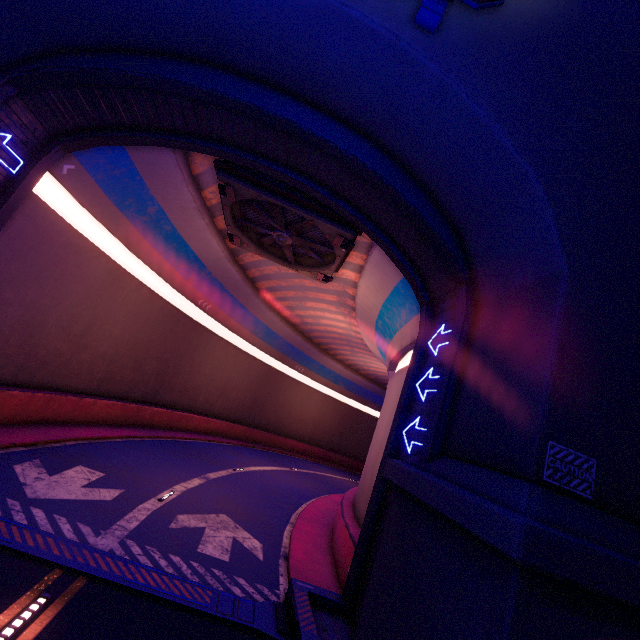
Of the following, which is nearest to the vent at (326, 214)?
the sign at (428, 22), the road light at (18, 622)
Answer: the sign at (428, 22)

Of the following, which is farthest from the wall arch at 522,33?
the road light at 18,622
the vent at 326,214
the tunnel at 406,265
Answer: the road light at 18,622

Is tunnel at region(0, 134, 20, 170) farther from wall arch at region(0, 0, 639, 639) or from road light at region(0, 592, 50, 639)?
road light at region(0, 592, 50, 639)

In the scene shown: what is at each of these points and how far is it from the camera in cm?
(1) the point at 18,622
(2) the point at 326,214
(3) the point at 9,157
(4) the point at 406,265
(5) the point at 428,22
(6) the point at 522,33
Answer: (1) road light, 483
(2) vent, 1174
(3) tunnel, 873
(4) tunnel, 1076
(5) sign, 666
(6) wall arch, 734

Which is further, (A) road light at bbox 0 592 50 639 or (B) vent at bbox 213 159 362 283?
(B) vent at bbox 213 159 362 283

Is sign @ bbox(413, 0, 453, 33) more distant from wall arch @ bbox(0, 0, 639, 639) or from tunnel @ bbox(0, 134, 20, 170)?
tunnel @ bbox(0, 134, 20, 170)

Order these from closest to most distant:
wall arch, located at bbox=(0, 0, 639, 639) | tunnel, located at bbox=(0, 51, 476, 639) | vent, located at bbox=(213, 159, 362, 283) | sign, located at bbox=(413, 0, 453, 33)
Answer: wall arch, located at bbox=(0, 0, 639, 639) → sign, located at bbox=(413, 0, 453, 33) → tunnel, located at bbox=(0, 51, 476, 639) → vent, located at bbox=(213, 159, 362, 283)

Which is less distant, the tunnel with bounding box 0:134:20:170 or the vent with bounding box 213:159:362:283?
the tunnel with bounding box 0:134:20:170
